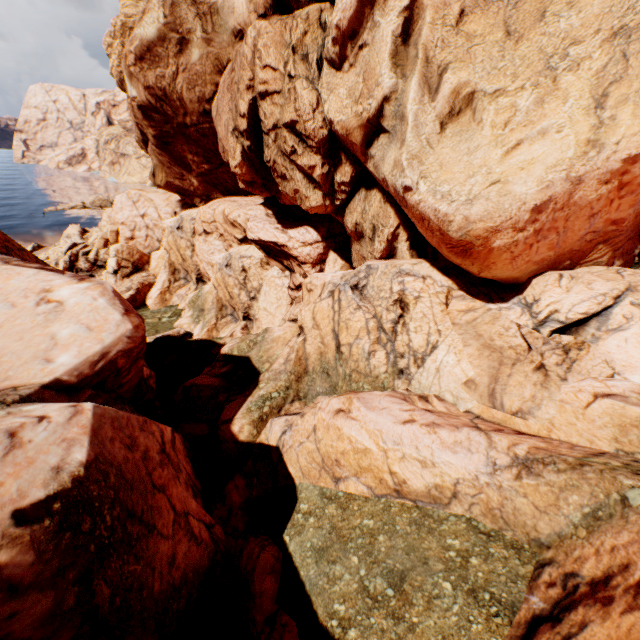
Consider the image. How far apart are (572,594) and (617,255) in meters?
13.7
